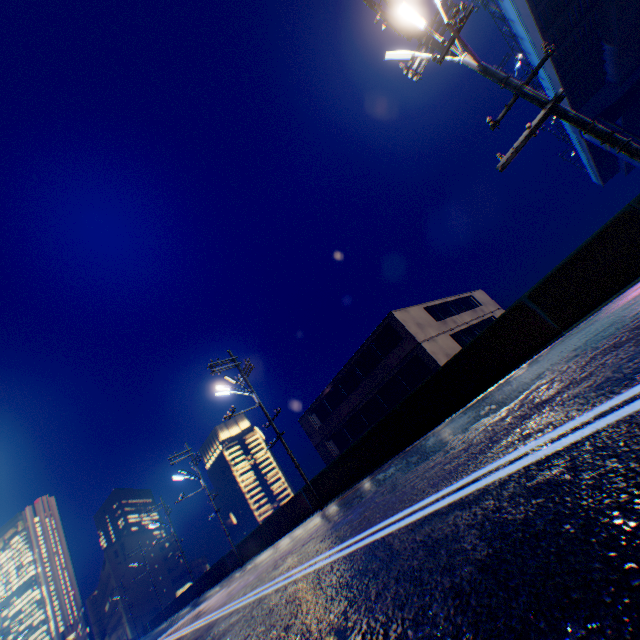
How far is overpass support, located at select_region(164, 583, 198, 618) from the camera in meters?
31.7 m

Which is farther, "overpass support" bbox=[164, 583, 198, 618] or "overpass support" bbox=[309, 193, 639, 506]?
"overpass support" bbox=[164, 583, 198, 618]

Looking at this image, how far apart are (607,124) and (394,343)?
32.4 meters

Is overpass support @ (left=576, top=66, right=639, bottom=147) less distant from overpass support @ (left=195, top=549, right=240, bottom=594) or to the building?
Answer: overpass support @ (left=195, top=549, right=240, bottom=594)

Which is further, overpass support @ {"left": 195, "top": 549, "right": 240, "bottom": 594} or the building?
overpass support @ {"left": 195, "top": 549, "right": 240, "bottom": 594}

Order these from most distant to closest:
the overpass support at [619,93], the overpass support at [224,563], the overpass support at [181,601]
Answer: the overpass support at [181,601] < the overpass support at [619,93] < the overpass support at [224,563]

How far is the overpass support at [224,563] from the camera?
23.96m
